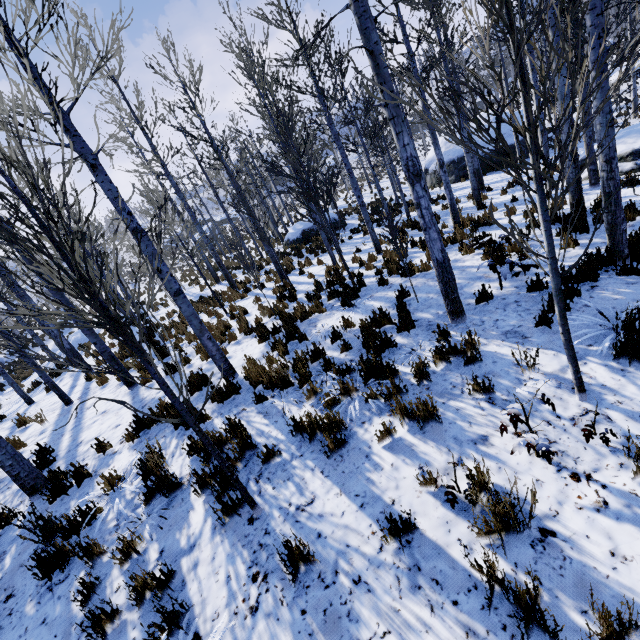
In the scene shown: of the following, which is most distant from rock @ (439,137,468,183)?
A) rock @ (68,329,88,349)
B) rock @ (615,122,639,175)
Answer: rock @ (68,329,88,349)

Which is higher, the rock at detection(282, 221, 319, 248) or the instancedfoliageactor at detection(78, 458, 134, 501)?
the rock at detection(282, 221, 319, 248)

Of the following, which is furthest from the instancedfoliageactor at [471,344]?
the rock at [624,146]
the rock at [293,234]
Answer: the rock at [293,234]

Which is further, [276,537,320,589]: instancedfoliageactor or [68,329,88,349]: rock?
[68,329,88,349]: rock

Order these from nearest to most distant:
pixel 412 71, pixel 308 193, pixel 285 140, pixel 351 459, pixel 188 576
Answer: pixel 188 576 < pixel 351 459 < pixel 308 193 < pixel 412 71 < pixel 285 140

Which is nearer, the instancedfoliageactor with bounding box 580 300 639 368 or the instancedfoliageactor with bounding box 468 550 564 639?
the instancedfoliageactor with bounding box 468 550 564 639

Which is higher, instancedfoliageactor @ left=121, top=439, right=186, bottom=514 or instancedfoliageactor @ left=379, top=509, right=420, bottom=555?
instancedfoliageactor @ left=121, top=439, right=186, bottom=514

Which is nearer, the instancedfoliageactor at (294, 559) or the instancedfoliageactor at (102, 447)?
the instancedfoliageactor at (294, 559)
